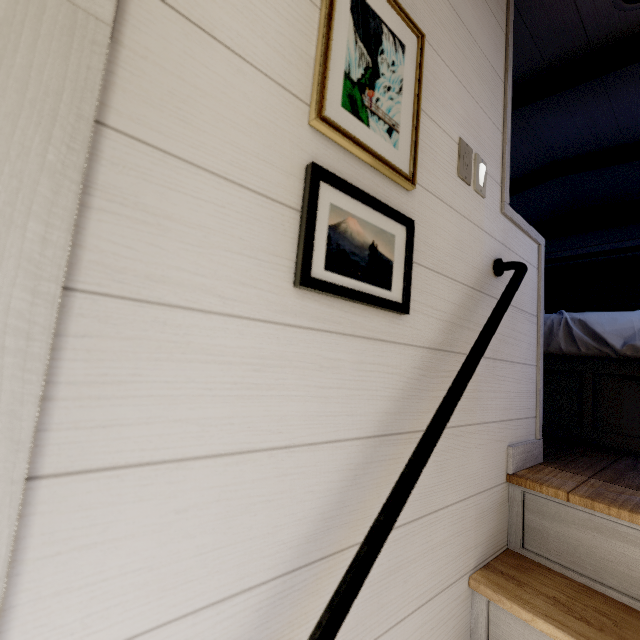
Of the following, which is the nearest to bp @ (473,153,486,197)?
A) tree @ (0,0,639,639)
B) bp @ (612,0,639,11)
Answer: tree @ (0,0,639,639)

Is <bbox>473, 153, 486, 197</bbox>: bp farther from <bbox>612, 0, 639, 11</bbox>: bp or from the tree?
<bbox>612, 0, 639, 11</bbox>: bp

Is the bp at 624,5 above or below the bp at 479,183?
above

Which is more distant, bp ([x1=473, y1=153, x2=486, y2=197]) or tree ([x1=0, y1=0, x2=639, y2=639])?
bp ([x1=473, y1=153, x2=486, y2=197])

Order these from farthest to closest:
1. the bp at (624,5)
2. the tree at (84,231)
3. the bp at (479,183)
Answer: the bp at (624,5) < the bp at (479,183) < the tree at (84,231)

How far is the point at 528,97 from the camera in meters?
2.2
